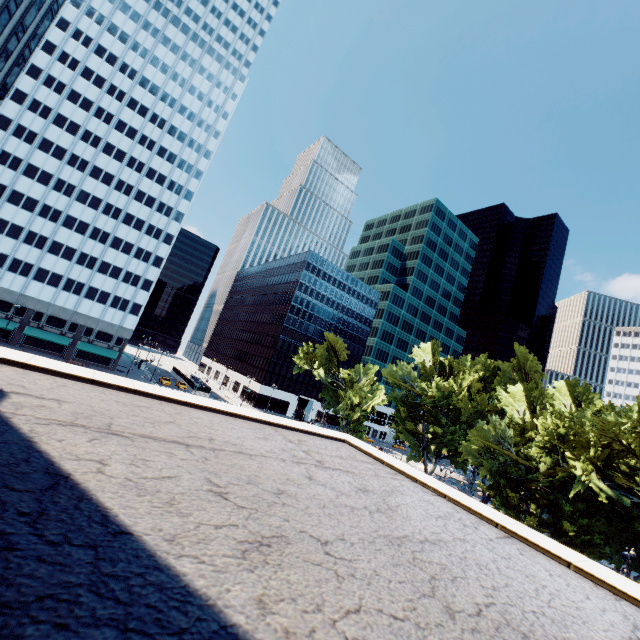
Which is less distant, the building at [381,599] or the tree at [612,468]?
the building at [381,599]

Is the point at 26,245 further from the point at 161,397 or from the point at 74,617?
the point at 74,617

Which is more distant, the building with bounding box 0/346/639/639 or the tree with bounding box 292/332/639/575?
the tree with bounding box 292/332/639/575
